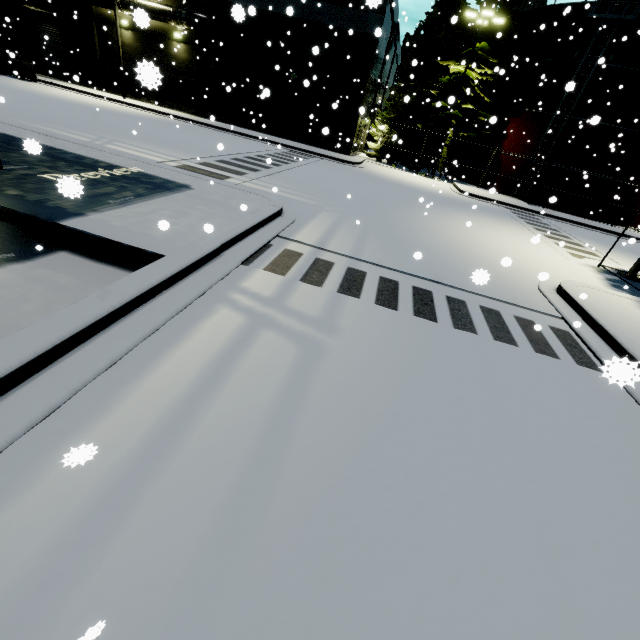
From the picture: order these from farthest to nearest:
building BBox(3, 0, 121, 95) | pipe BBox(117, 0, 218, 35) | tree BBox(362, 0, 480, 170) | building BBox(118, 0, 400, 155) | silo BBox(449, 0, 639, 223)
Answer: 1. building BBox(3, 0, 121, 95)
2. tree BBox(362, 0, 480, 170)
3. pipe BBox(117, 0, 218, 35)
4. building BBox(118, 0, 400, 155)
5. silo BBox(449, 0, 639, 223)

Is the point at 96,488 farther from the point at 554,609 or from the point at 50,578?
the point at 554,609

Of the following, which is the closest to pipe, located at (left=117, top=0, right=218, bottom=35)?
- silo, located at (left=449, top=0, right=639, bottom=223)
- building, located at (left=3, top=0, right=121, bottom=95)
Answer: building, located at (left=3, top=0, right=121, bottom=95)

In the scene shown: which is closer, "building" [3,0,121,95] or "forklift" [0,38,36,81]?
"forklift" [0,38,36,81]

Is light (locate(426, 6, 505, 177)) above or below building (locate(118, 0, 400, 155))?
above

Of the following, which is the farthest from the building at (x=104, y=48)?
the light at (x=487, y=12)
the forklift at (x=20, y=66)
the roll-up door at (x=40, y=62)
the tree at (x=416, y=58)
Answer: the light at (x=487, y=12)

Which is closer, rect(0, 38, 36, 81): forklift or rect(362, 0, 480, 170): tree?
rect(0, 38, 36, 81): forklift

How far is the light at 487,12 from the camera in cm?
1995
